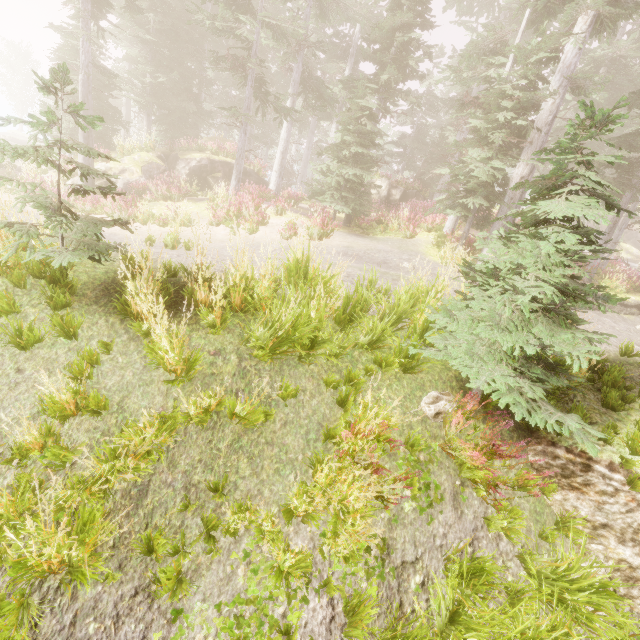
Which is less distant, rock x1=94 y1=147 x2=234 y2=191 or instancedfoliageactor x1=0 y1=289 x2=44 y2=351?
instancedfoliageactor x1=0 y1=289 x2=44 y2=351

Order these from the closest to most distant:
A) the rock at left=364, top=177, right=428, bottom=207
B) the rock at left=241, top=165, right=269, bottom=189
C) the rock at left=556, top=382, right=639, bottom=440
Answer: the rock at left=556, top=382, right=639, bottom=440, the rock at left=241, top=165, right=269, bottom=189, the rock at left=364, top=177, right=428, bottom=207

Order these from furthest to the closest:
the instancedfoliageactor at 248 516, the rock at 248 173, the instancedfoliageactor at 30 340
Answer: the rock at 248 173 → the instancedfoliageactor at 30 340 → the instancedfoliageactor at 248 516

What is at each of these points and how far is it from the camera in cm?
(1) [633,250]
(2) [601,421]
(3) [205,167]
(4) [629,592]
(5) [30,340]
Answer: (1) rock, 4794
(2) rock, 498
(3) rock, 2055
(4) rock, 408
(5) instancedfoliageactor, 370

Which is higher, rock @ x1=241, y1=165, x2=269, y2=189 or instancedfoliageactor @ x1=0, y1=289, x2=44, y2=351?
rock @ x1=241, y1=165, x2=269, y2=189

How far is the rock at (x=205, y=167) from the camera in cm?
1723

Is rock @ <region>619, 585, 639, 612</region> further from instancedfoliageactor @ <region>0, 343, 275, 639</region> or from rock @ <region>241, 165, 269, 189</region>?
rock @ <region>241, 165, 269, 189</region>

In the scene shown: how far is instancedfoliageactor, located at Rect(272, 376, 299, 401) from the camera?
4.17m
